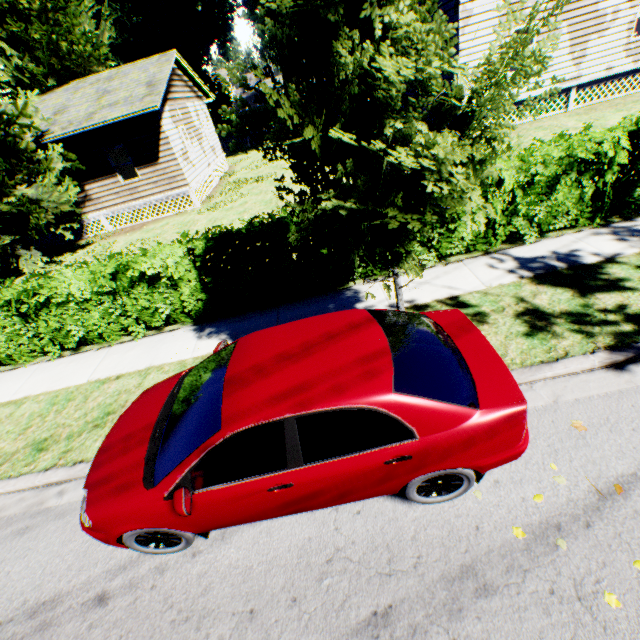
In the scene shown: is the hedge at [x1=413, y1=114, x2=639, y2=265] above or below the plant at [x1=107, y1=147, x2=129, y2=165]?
below

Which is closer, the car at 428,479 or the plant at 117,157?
the car at 428,479

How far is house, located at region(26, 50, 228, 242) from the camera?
14.16m

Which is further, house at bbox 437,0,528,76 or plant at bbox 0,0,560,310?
house at bbox 437,0,528,76

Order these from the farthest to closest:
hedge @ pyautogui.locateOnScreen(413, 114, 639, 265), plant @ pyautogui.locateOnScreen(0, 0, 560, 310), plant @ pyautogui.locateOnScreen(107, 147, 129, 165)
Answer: plant @ pyautogui.locateOnScreen(107, 147, 129, 165), hedge @ pyautogui.locateOnScreen(413, 114, 639, 265), plant @ pyautogui.locateOnScreen(0, 0, 560, 310)

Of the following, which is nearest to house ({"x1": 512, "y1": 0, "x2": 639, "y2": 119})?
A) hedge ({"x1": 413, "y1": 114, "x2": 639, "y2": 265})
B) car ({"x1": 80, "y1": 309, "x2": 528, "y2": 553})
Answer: hedge ({"x1": 413, "y1": 114, "x2": 639, "y2": 265})

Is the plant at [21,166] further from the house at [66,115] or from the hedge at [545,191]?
the hedge at [545,191]

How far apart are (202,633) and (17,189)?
17.46m
